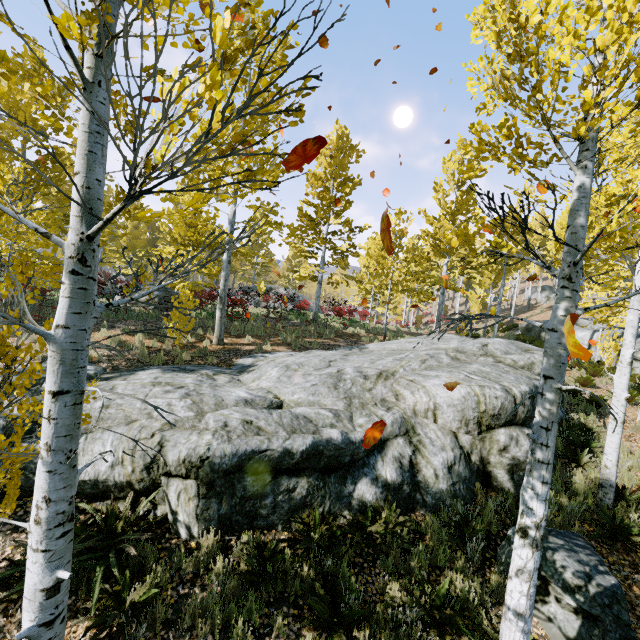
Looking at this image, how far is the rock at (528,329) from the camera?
21.98m

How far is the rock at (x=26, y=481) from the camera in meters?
5.0 m

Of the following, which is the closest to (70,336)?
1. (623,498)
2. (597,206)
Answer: (597,206)

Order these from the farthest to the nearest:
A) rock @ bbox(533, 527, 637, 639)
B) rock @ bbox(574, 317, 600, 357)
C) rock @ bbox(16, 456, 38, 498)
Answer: rock @ bbox(574, 317, 600, 357), rock @ bbox(16, 456, 38, 498), rock @ bbox(533, 527, 637, 639)

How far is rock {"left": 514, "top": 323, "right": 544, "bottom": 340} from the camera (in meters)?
21.98

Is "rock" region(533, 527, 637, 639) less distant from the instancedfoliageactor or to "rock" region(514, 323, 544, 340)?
the instancedfoliageactor

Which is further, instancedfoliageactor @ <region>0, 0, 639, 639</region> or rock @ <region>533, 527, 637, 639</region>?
rock @ <region>533, 527, 637, 639</region>
